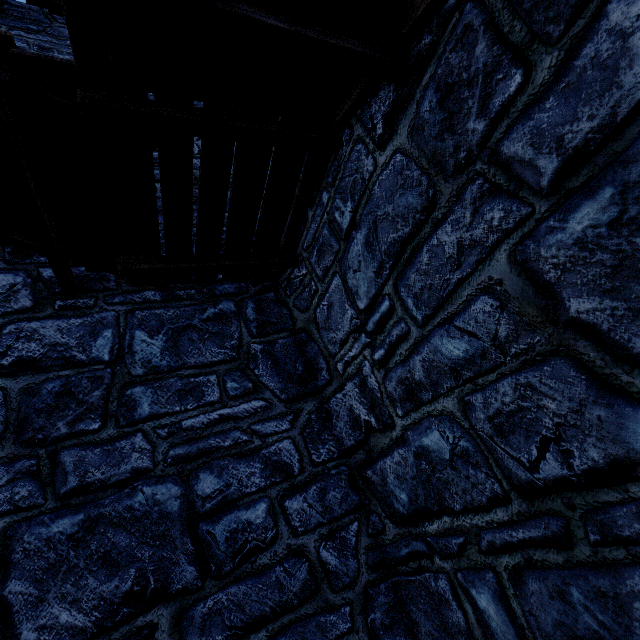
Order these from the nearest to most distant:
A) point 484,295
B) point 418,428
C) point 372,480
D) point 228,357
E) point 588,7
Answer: point 588,7
point 484,295
point 418,428
point 372,480
point 228,357
